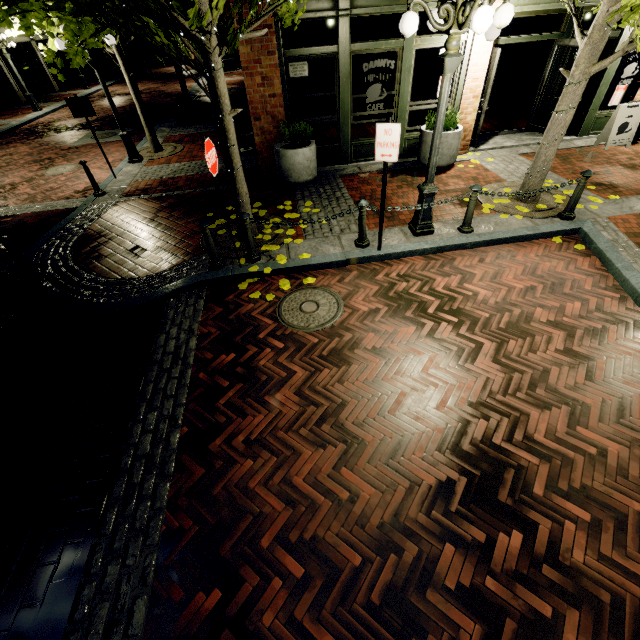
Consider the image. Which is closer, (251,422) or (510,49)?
(251,422)

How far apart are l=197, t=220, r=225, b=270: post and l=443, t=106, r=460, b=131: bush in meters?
6.2

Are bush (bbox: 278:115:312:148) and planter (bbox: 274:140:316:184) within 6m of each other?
yes

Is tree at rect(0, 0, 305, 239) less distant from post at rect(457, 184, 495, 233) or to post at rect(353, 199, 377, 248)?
post at rect(353, 199, 377, 248)

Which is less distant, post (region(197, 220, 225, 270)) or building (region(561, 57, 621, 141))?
post (region(197, 220, 225, 270))

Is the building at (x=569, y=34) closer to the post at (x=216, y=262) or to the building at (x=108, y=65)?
the post at (x=216, y=262)

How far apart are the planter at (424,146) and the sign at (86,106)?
8.39m

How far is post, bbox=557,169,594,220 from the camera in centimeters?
558cm
